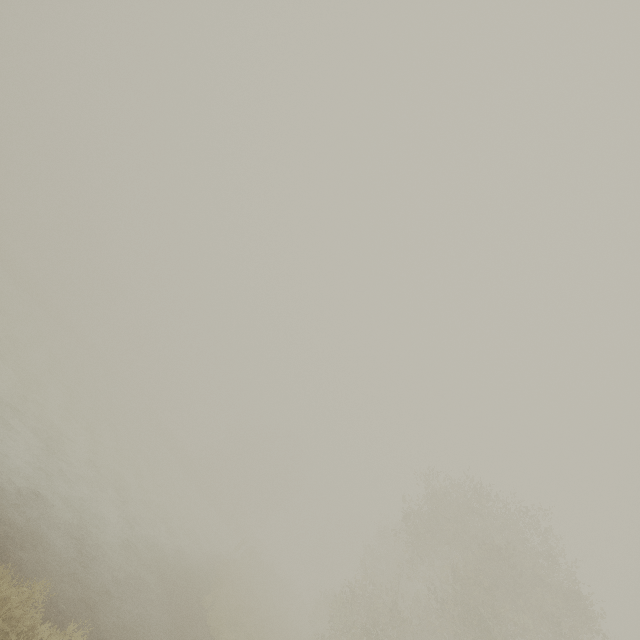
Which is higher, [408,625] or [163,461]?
[408,625]
